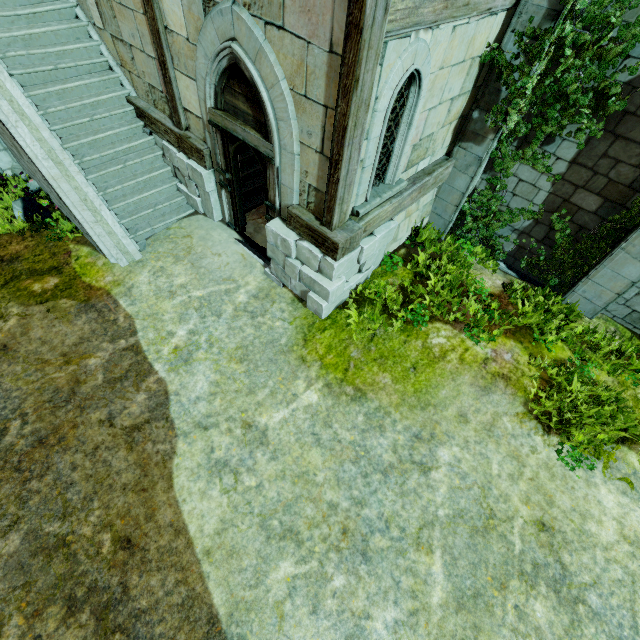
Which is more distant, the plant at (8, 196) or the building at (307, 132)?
the plant at (8, 196)

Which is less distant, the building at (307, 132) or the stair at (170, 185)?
→ the building at (307, 132)

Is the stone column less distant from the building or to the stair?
the stair

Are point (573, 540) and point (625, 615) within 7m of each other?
yes

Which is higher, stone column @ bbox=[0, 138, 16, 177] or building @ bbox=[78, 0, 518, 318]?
building @ bbox=[78, 0, 518, 318]

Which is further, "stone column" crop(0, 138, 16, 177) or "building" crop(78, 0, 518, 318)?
"stone column" crop(0, 138, 16, 177)

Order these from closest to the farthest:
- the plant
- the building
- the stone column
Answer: the building
the plant
the stone column

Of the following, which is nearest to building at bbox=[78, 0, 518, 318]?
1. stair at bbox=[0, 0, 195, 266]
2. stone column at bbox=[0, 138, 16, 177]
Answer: stair at bbox=[0, 0, 195, 266]
